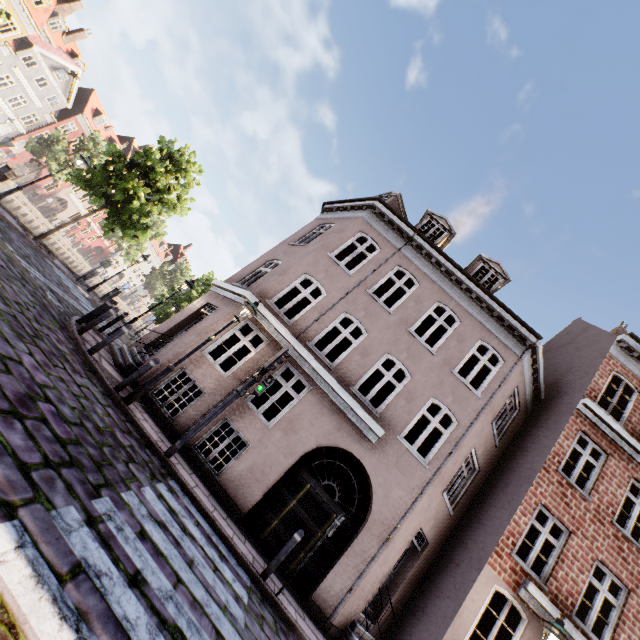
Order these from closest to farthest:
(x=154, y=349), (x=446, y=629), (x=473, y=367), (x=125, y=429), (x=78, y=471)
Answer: (x=78, y=471) < (x=125, y=429) < (x=446, y=629) < (x=154, y=349) < (x=473, y=367)

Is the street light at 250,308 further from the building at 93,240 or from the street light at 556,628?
the building at 93,240

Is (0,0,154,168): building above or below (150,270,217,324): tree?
above

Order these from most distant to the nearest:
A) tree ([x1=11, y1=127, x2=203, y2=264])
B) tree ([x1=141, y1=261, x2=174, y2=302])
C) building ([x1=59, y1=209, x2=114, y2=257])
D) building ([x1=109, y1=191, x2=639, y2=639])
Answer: building ([x1=59, y1=209, x2=114, y2=257]) < tree ([x1=141, y1=261, x2=174, y2=302]) < tree ([x1=11, y1=127, x2=203, y2=264]) < building ([x1=109, y1=191, x2=639, y2=639])

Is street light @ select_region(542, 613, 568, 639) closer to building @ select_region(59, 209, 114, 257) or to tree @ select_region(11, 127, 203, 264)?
tree @ select_region(11, 127, 203, 264)

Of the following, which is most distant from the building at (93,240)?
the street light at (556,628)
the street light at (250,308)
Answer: the street light at (556,628)

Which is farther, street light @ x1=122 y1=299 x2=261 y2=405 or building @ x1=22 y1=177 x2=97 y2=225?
building @ x1=22 y1=177 x2=97 y2=225

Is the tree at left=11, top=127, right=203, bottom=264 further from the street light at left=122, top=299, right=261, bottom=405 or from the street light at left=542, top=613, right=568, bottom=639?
the street light at left=542, top=613, right=568, bottom=639
